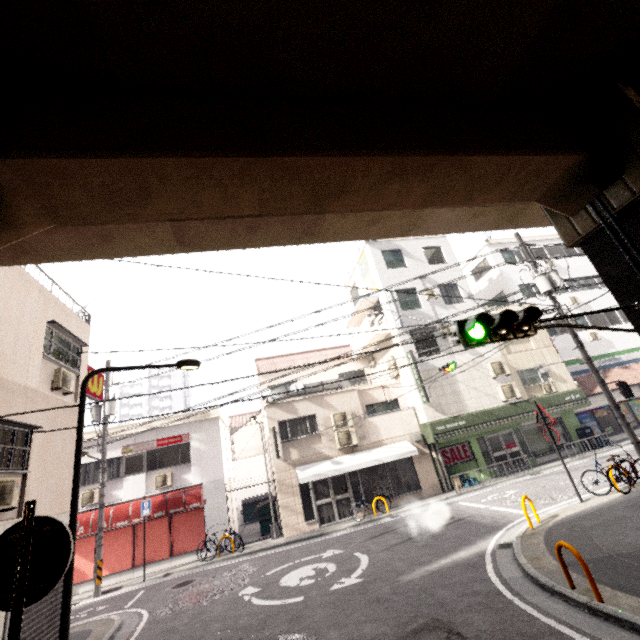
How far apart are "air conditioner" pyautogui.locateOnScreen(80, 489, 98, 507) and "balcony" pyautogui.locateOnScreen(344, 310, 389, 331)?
15.48m

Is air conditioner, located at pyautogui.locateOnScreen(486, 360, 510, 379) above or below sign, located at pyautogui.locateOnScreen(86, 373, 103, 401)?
below

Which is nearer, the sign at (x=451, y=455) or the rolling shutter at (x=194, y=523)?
the rolling shutter at (x=194, y=523)

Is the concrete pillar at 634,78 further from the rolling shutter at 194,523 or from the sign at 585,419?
the sign at 585,419

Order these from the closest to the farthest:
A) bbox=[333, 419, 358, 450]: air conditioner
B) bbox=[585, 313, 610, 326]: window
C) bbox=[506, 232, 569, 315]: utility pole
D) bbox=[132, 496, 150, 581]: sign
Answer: bbox=[506, 232, 569, 315]: utility pole < bbox=[132, 496, 150, 581]: sign < bbox=[333, 419, 358, 450]: air conditioner < bbox=[585, 313, 610, 326]: window

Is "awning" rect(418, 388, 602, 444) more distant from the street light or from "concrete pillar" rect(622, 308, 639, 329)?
the street light

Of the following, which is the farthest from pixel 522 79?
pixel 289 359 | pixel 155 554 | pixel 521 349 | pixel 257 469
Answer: pixel 257 469

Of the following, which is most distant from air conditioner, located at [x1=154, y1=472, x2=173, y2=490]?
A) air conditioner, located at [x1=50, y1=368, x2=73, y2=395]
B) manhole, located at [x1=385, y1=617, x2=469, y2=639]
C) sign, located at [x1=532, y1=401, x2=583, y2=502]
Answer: sign, located at [x1=532, y1=401, x2=583, y2=502]
